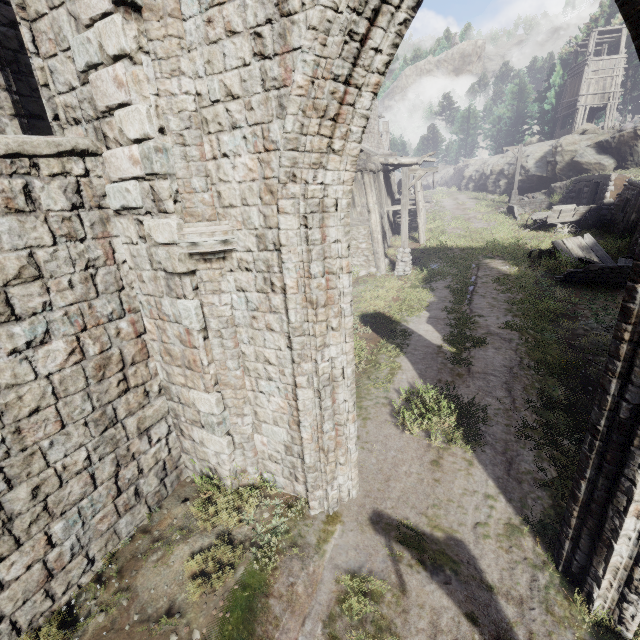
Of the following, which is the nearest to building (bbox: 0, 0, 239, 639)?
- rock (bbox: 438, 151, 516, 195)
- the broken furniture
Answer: rock (bbox: 438, 151, 516, 195)

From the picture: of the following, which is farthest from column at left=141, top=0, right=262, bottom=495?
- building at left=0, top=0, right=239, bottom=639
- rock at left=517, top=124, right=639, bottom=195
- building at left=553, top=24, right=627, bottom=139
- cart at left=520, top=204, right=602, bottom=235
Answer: building at left=553, top=24, right=627, bottom=139

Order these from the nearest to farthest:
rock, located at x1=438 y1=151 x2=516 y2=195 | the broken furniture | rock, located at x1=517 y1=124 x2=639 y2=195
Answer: the broken furniture
rock, located at x1=517 y1=124 x2=639 y2=195
rock, located at x1=438 y1=151 x2=516 y2=195

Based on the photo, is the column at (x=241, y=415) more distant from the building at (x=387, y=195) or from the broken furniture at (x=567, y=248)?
the broken furniture at (x=567, y=248)

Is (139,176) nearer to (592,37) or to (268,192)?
(268,192)

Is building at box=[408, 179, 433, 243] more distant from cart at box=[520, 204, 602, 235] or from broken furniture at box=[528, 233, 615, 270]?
cart at box=[520, 204, 602, 235]

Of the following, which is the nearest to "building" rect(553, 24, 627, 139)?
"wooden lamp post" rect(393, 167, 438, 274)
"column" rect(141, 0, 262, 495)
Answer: "wooden lamp post" rect(393, 167, 438, 274)

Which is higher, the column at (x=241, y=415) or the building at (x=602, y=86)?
the building at (x=602, y=86)
